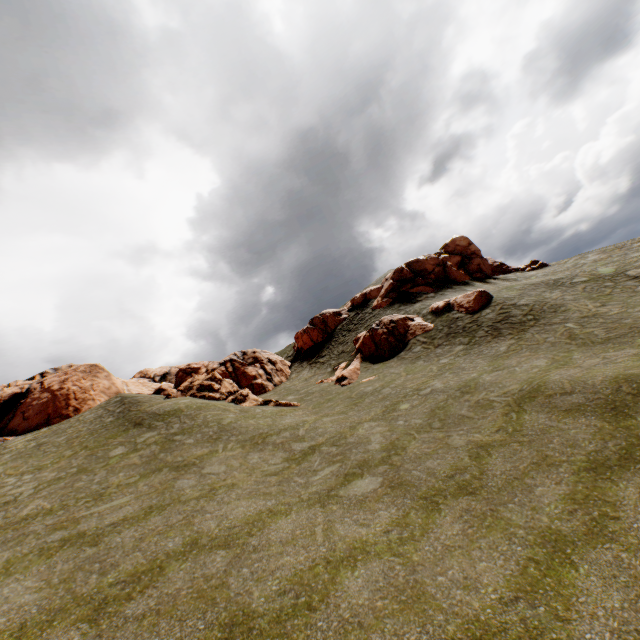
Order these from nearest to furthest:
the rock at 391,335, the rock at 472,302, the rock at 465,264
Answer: the rock at 472,302
the rock at 391,335
the rock at 465,264

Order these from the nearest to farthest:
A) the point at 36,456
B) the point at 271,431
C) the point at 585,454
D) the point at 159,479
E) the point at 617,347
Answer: the point at 585,454
the point at 159,479
the point at 617,347
the point at 271,431
the point at 36,456

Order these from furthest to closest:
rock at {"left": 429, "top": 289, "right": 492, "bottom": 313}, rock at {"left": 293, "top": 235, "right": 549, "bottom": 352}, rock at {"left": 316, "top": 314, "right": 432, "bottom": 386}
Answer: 1. rock at {"left": 293, "top": 235, "right": 549, "bottom": 352}
2. rock at {"left": 316, "top": 314, "right": 432, "bottom": 386}
3. rock at {"left": 429, "top": 289, "right": 492, "bottom": 313}

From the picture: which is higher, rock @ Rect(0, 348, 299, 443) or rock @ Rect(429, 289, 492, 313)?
Result: rock @ Rect(0, 348, 299, 443)

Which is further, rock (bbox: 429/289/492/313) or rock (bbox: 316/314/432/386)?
rock (bbox: 316/314/432/386)

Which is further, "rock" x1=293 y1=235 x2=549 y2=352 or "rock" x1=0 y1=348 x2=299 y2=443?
"rock" x1=293 y1=235 x2=549 y2=352

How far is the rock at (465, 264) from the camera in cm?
3659

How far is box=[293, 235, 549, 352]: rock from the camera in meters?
36.6
